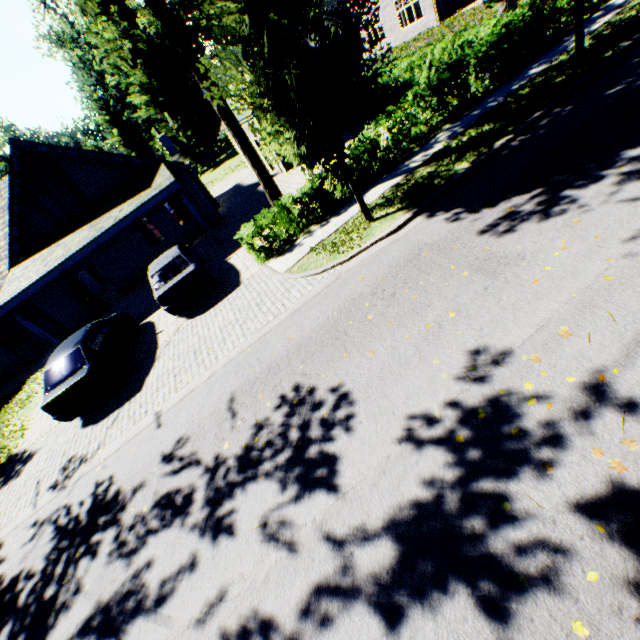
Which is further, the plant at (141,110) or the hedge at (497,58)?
the plant at (141,110)

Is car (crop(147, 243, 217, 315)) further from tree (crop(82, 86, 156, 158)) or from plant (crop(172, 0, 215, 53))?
plant (crop(172, 0, 215, 53))

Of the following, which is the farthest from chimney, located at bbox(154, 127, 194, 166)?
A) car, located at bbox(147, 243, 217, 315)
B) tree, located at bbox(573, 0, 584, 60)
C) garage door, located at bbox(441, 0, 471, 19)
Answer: garage door, located at bbox(441, 0, 471, 19)

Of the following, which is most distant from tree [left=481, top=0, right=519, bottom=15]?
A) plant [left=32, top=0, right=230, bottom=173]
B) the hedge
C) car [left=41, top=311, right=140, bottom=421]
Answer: car [left=41, top=311, right=140, bottom=421]

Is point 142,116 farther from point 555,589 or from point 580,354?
point 555,589

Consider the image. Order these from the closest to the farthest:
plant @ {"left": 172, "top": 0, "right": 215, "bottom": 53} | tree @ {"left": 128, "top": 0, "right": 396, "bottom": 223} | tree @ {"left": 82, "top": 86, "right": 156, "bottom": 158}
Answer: tree @ {"left": 128, "top": 0, "right": 396, "bottom": 223} < plant @ {"left": 172, "top": 0, "right": 215, "bottom": 53} < tree @ {"left": 82, "top": 86, "right": 156, "bottom": 158}

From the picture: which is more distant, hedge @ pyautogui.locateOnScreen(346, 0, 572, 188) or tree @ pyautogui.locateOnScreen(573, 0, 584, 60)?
hedge @ pyautogui.locateOnScreen(346, 0, 572, 188)

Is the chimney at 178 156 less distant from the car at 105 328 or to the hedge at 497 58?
the car at 105 328
